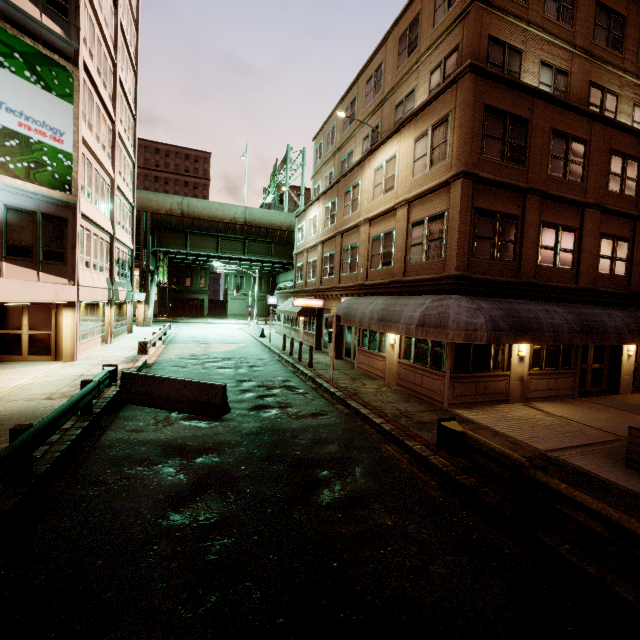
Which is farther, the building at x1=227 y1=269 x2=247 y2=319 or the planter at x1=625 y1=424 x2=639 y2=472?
the building at x1=227 y1=269 x2=247 y2=319

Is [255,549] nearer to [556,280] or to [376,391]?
[376,391]

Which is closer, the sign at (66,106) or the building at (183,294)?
the sign at (66,106)

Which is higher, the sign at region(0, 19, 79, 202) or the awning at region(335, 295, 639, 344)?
the sign at region(0, 19, 79, 202)

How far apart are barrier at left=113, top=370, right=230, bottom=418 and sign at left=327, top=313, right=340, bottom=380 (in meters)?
5.33

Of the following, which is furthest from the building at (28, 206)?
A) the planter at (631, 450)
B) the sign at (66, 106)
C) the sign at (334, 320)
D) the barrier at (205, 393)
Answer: the planter at (631, 450)

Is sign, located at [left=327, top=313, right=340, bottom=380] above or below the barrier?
above

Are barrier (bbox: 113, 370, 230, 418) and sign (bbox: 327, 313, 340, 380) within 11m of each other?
yes
